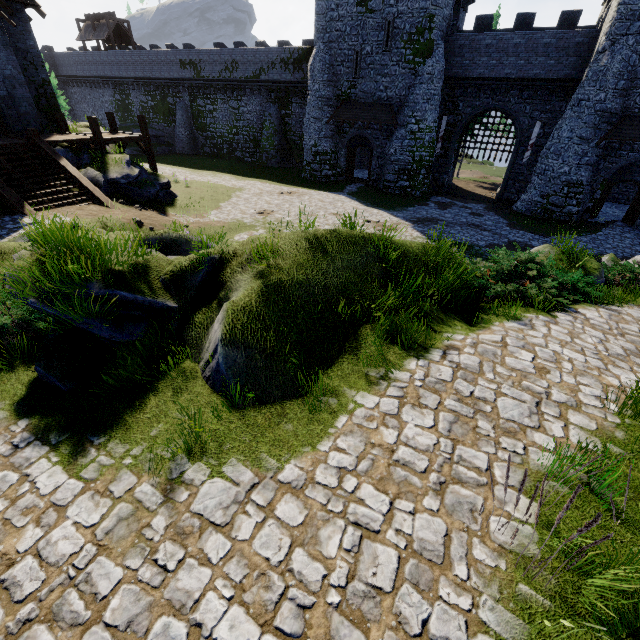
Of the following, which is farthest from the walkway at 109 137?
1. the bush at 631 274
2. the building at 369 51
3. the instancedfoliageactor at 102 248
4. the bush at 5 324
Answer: the bush at 631 274

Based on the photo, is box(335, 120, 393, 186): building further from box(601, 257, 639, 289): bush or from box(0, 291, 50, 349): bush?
box(0, 291, 50, 349): bush

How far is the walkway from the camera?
17.5m

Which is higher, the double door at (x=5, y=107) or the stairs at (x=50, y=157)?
the double door at (x=5, y=107)

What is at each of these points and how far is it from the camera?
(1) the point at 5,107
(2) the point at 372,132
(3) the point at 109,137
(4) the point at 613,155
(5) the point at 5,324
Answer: (1) double door, 15.83m
(2) building, 27.53m
(3) walkway, 18.14m
(4) building, 21.25m
(5) bush, 5.56m

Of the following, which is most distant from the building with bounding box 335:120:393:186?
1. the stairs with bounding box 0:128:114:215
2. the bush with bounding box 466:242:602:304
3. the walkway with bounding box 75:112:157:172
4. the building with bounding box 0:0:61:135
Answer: the stairs with bounding box 0:128:114:215

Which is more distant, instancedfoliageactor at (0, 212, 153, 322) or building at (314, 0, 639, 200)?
building at (314, 0, 639, 200)

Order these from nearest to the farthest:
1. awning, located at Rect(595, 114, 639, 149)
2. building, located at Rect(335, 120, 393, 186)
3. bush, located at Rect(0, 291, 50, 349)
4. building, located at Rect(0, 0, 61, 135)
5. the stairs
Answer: bush, located at Rect(0, 291, 50, 349), the stairs, building, located at Rect(0, 0, 61, 135), awning, located at Rect(595, 114, 639, 149), building, located at Rect(335, 120, 393, 186)
